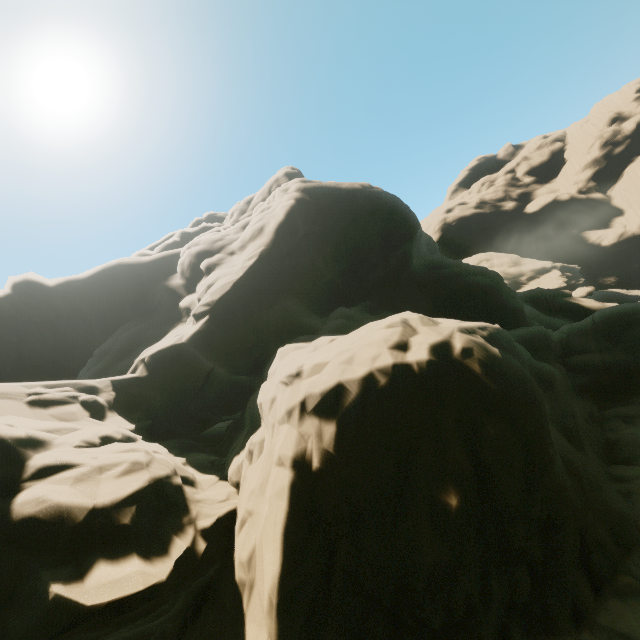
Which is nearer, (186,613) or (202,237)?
(186,613)
